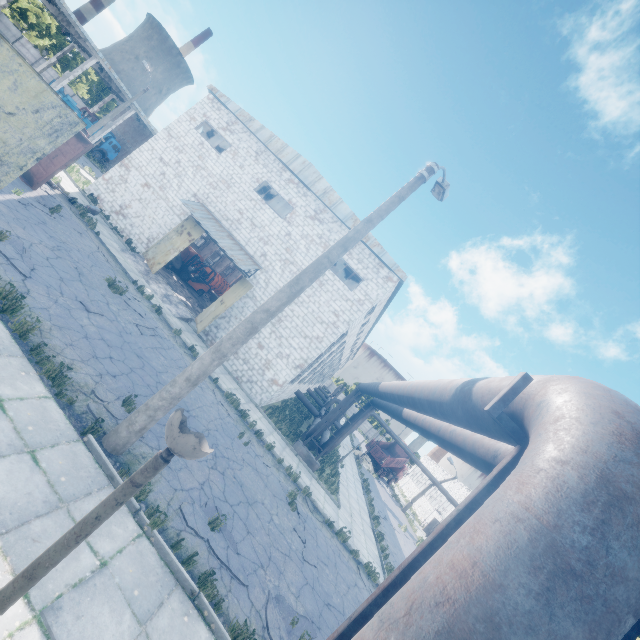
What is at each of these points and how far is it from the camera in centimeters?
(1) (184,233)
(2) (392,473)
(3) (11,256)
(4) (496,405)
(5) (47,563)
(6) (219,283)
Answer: (1) door, 1958cm
(2) truck, 4650cm
(3) asphalt debris, 827cm
(4) pipe holder, 218cm
(5) lamp post, 170cm
(6) cable machine, 3438cm

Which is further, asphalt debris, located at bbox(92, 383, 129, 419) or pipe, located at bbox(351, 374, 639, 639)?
asphalt debris, located at bbox(92, 383, 129, 419)

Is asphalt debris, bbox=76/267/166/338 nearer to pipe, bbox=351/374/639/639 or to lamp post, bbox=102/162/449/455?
lamp post, bbox=102/162/449/455

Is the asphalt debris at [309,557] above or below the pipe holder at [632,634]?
below

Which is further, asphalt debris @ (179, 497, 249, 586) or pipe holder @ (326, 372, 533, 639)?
asphalt debris @ (179, 497, 249, 586)

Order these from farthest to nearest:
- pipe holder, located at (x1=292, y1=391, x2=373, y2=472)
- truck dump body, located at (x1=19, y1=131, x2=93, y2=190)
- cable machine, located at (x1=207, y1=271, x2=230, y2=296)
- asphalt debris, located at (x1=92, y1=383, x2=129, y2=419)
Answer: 1. cable machine, located at (x1=207, y1=271, x2=230, y2=296)
2. pipe holder, located at (x1=292, y1=391, x2=373, y2=472)
3. truck dump body, located at (x1=19, y1=131, x2=93, y2=190)
4. asphalt debris, located at (x1=92, y1=383, x2=129, y2=419)

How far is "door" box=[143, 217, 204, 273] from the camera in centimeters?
1866cm

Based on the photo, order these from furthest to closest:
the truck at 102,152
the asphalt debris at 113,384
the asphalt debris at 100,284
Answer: the truck at 102,152 < the asphalt debris at 100,284 < the asphalt debris at 113,384
